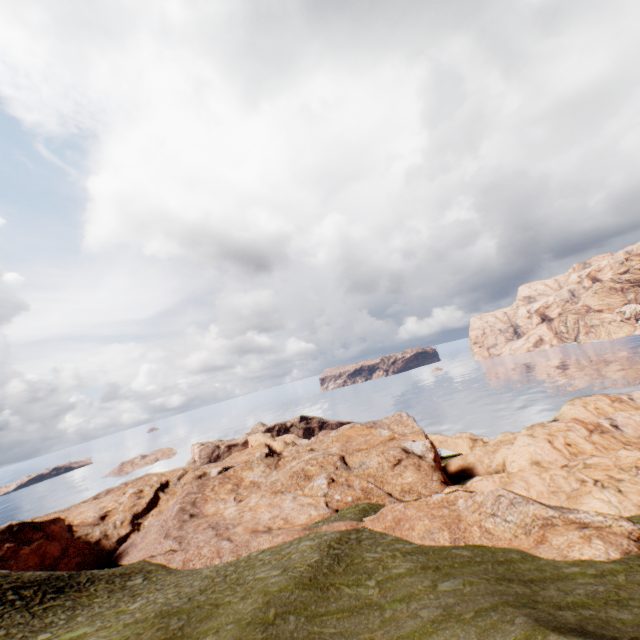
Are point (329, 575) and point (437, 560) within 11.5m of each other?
yes
